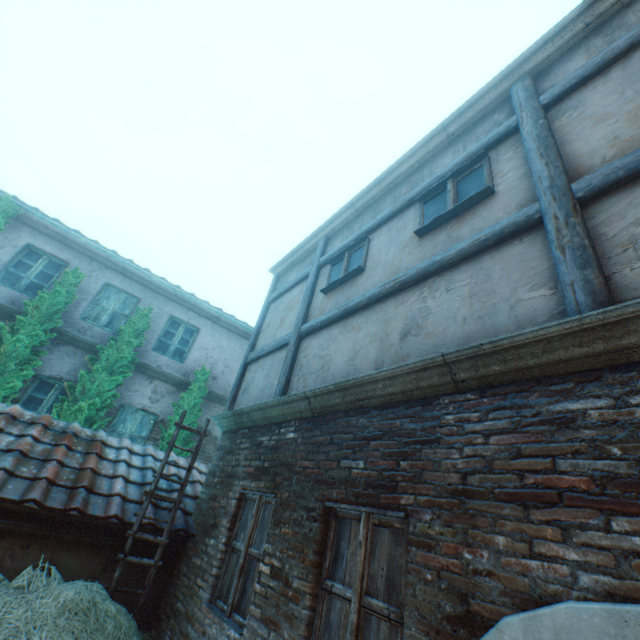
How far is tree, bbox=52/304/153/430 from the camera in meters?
7.4

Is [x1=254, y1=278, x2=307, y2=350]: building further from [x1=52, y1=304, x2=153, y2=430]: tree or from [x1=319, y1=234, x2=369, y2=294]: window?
[x1=52, y1=304, x2=153, y2=430]: tree

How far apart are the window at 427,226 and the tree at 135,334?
7.7m

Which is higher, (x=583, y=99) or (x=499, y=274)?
(x=583, y=99)

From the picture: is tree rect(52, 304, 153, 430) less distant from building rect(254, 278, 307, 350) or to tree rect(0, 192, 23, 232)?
tree rect(0, 192, 23, 232)

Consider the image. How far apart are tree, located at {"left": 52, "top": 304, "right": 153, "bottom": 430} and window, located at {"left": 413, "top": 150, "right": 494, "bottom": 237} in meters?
7.7 m

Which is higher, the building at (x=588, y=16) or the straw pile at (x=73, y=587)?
the building at (x=588, y=16)

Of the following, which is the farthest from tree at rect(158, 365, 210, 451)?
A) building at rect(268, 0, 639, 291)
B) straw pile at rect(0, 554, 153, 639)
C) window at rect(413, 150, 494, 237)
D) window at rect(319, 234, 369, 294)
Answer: window at rect(413, 150, 494, 237)
